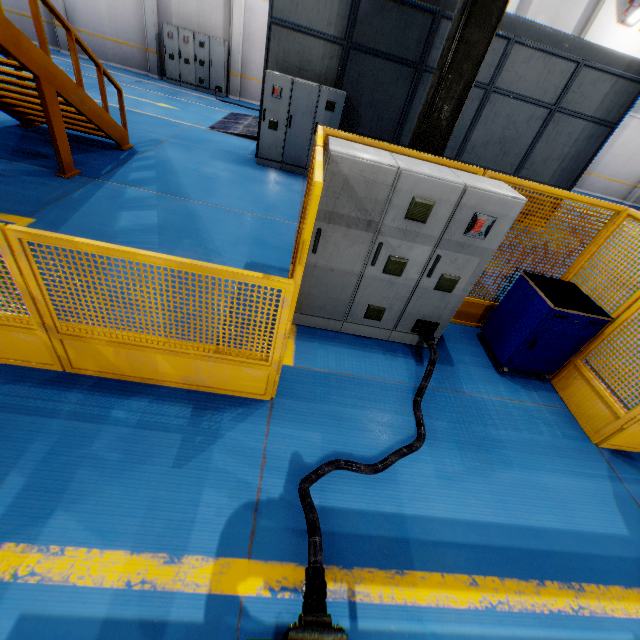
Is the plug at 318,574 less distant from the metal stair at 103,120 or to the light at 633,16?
the metal stair at 103,120

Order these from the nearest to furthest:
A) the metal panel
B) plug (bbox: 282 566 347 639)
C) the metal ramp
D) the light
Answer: plug (bbox: 282 566 347 639) < the metal panel < the metal ramp < the light

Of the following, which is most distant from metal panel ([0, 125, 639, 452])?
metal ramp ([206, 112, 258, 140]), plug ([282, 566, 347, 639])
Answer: metal ramp ([206, 112, 258, 140])

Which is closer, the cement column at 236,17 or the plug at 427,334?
the plug at 427,334

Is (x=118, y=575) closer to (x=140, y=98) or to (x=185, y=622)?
(x=185, y=622)

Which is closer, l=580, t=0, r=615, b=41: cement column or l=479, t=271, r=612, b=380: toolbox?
l=479, t=271, r=612, b=380: toolbox

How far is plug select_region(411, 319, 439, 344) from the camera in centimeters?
412cm

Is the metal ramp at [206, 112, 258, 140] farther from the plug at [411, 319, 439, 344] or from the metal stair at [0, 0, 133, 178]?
the plug at [411, 319, 439, 344]
